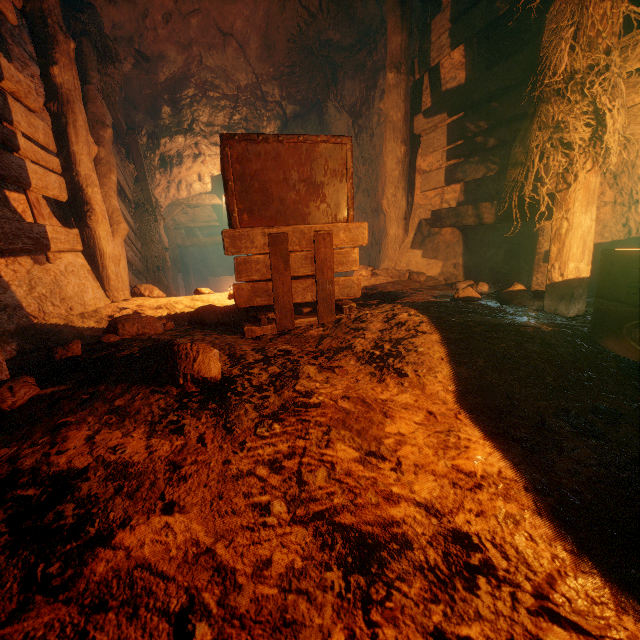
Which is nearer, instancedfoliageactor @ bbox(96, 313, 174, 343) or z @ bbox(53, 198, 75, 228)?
instancedfoliageactor @ bbox(96, 313, 174, 343)

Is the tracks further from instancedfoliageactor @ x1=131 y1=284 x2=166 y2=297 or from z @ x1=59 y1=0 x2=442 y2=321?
instancedfoliageactor @ x1=131 y1=284 x2=166 y2=297

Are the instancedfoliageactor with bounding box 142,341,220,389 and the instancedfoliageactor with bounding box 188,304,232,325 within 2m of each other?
yes

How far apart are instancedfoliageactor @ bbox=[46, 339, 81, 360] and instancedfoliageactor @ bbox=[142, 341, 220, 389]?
0.7 meters

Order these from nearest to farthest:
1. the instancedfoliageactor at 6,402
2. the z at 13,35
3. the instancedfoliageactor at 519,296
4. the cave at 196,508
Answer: the cave at 196,508, the instancedfoliageactor at 6,402, the instancedfoliageactor at 519,296, the z at 13,35

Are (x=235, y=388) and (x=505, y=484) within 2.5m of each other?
yes

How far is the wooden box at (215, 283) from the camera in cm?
1958

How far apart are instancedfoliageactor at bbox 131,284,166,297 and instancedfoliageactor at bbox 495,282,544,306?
4.19m
